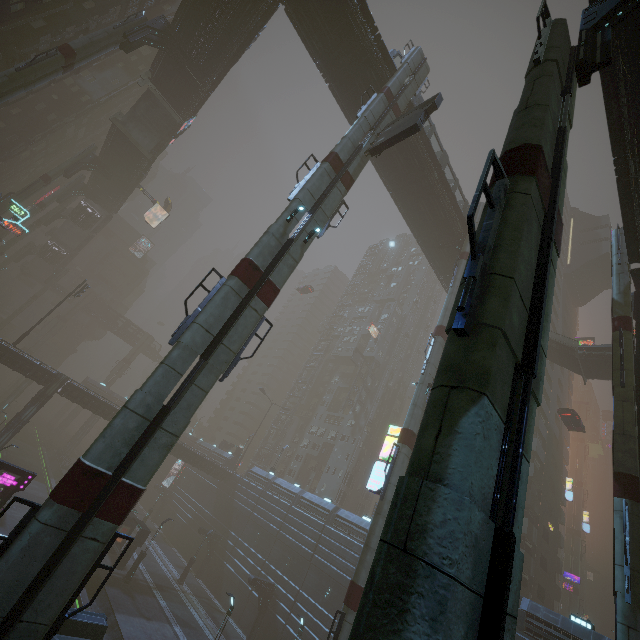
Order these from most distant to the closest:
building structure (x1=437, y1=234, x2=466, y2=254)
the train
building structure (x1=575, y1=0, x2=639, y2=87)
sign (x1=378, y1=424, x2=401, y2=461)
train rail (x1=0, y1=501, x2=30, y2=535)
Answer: building structure (x1=437, y1=234, x2=466, y2=254) → train rail (x1=0, y1=501, x2=30, y2=535) → sign (x1=378, y1=424, x2=401, y2=461) → the train → building structure (x1=575, y1=0, x2=639, y2=87)

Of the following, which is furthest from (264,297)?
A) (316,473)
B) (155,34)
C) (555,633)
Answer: (316,473)

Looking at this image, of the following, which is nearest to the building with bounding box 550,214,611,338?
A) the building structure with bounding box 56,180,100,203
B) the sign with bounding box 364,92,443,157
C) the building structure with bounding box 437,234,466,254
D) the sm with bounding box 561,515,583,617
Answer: the sm with bounding box 561,515,583,617

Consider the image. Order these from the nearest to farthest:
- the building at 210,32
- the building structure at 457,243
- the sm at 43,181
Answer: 1. the building at 210,32
2. the building structure at 457,243
3. the sm at 43,181

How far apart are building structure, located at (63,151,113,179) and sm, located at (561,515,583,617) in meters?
97.9 m

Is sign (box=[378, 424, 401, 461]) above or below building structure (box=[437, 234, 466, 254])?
below

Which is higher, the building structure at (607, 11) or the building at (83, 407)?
the building structure at (607, 11)

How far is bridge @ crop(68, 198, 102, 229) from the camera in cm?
5716
